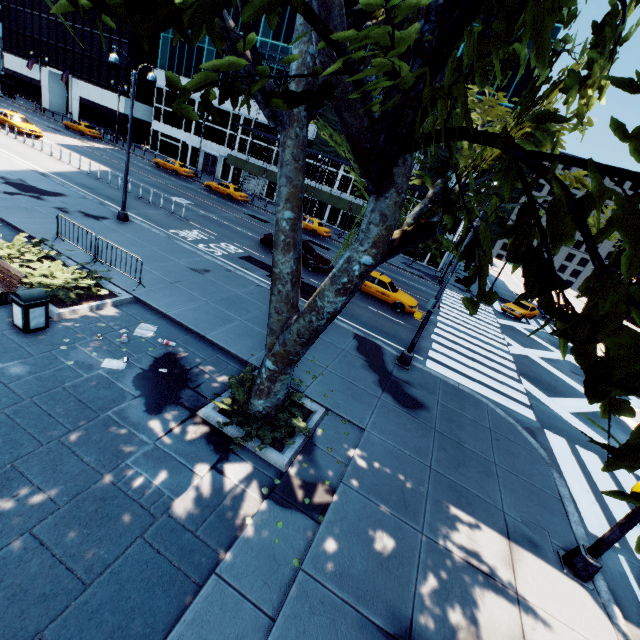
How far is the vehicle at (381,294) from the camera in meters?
19.2

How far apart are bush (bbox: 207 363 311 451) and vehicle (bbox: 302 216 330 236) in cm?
2563

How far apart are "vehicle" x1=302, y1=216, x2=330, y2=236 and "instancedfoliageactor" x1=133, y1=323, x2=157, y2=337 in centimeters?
2468cm

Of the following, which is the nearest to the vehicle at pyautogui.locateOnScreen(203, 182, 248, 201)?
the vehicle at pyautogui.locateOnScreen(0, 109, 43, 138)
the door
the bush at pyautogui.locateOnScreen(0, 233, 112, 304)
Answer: the door

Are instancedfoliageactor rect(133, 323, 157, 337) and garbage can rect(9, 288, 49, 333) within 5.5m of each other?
yes

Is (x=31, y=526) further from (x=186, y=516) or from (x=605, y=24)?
(x=605, y=24)

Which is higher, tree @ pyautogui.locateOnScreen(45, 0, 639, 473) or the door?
tree @ pyautogui.locateOnScreen(45, 0, 639, 473)

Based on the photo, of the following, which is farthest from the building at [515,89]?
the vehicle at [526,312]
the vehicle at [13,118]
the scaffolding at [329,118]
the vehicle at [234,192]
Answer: the vehicle at [13,118]
